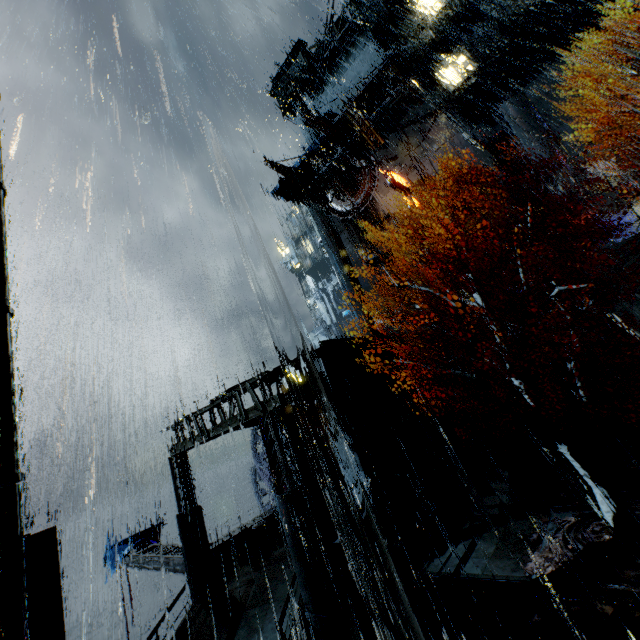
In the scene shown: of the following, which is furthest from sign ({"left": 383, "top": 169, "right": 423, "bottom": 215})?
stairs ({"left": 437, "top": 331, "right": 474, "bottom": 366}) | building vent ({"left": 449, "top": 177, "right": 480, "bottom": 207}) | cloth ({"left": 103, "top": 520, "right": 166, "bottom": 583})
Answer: cloth ({"left": 103, "top": 520, "right": 166, "bottom": 583})

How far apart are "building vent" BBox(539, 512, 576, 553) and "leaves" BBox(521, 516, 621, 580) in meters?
0.0 m

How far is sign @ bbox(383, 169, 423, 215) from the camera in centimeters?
3300cm

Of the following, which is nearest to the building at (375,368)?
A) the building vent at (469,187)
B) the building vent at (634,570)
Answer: the building vent at (469,187)

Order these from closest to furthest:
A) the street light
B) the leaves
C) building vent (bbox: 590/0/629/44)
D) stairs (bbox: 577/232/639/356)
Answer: the street light < the leaves < stairs (bbox: 577/232/639/356) < building vent (bbox: 590/0/629/44)

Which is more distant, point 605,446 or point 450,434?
point 450,434

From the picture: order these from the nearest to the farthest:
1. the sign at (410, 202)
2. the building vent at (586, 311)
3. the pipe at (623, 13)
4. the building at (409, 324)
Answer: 1. the building vent at (586, 311)
2. the pipe at (623, 13)
3. the sign at (410, 202)
4. the building at (409, 324)

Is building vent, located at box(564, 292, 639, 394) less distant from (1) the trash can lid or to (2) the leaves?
(2) the leaves
